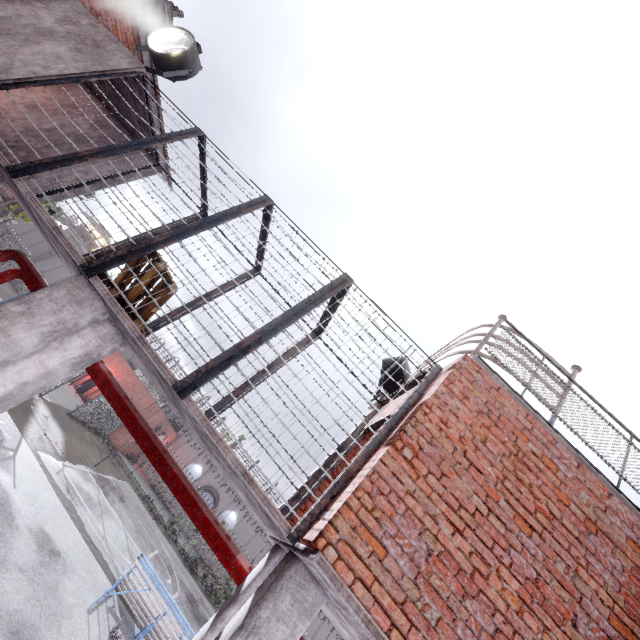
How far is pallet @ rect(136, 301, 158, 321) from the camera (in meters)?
4.68

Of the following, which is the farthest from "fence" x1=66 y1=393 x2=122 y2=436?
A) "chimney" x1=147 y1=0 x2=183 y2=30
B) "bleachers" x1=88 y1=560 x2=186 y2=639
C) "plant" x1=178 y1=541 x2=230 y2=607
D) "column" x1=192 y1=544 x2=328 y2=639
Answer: "chimney" x1=147 y1=0 x2=183 y2=30

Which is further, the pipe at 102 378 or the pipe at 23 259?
the pipe at 23 259

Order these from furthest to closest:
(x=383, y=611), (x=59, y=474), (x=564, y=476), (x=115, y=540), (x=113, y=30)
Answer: (x=115, y=540), (x=59, y=474), (x=113, y=30), (x=564, y=476), (x=383, y=611)

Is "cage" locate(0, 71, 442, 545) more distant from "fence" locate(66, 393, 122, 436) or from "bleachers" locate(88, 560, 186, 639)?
"bleachers" locate(88, 560, 186, 639)

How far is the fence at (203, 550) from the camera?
32.6m

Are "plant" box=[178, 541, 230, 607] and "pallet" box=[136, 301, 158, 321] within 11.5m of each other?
no

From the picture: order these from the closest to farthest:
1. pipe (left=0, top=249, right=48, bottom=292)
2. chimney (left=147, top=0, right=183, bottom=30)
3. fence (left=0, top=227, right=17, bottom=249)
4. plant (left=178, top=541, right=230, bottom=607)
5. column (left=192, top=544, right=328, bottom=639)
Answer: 1. column (left=192, top=544, right=328, bottom=639)
2. pipe (left=0, top=249, right=48, bottom=292)
3. chimney (left=147, top=0, right=183, bottom=30)
4. plant (left=178, top=541, right=230, bottom=607)
5. fence (left=0, top=227, right=17, bottom=249)
